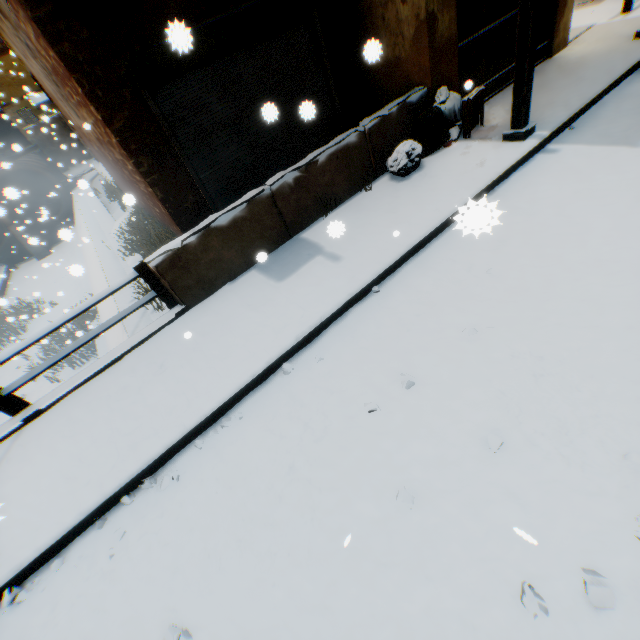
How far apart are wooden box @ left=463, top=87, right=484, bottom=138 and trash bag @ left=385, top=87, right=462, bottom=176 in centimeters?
7cm

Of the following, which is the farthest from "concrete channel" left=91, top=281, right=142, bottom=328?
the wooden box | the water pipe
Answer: the wooden box

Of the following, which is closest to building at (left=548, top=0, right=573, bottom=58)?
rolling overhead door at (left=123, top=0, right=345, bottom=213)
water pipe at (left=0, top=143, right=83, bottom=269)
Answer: rolling overhead door at (left=123, top=0, right=345, bottom=213)

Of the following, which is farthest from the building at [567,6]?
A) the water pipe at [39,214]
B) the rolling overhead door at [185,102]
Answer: the water pipe at [39,214]

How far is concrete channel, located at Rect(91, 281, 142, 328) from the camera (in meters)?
7.21

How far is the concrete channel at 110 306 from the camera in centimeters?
721cm

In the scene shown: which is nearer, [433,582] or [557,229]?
[433,582]

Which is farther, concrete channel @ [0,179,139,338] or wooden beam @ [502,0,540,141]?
concrete channel @ [0,179,139,338]
